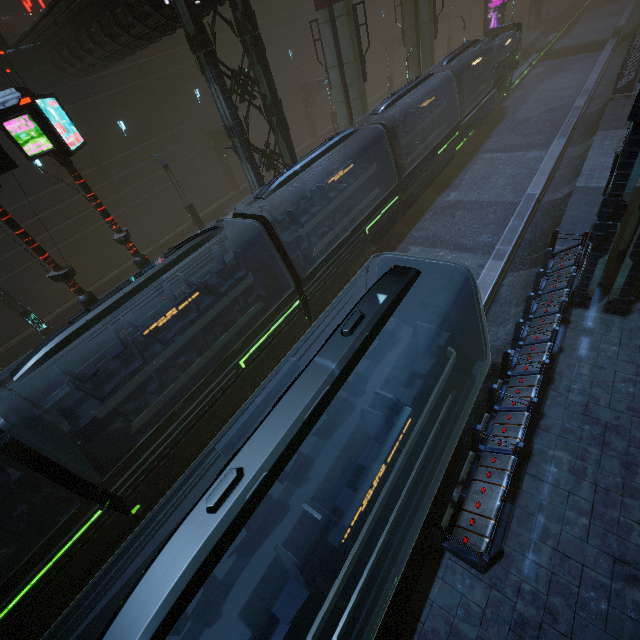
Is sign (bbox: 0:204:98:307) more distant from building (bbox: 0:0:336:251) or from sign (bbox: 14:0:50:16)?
sign (bbox: 14:0:50:16)

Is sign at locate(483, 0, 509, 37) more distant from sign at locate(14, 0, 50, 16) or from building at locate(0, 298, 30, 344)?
sign at locate(14, 0, 50, 16)

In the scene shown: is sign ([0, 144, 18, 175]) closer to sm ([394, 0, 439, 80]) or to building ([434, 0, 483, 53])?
building ([434, 0, 483, 53])

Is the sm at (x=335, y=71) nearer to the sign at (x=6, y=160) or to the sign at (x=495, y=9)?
the sign at (x=6, y=160)

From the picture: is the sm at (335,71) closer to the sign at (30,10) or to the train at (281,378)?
the train at (281,378)

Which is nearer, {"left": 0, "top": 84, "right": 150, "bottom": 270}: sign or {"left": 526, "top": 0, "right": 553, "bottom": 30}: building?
{"left": 0, "top": 84, "right": 150, "bottom": 270}: sign

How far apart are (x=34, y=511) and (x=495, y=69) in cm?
3349

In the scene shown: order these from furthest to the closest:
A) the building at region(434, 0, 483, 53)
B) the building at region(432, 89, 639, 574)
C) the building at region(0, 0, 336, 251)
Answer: the building at region(434, 0, 483, 53)
the building at region(0, 0, 336, 251)
the building at region(432, 89, 639, 574)
